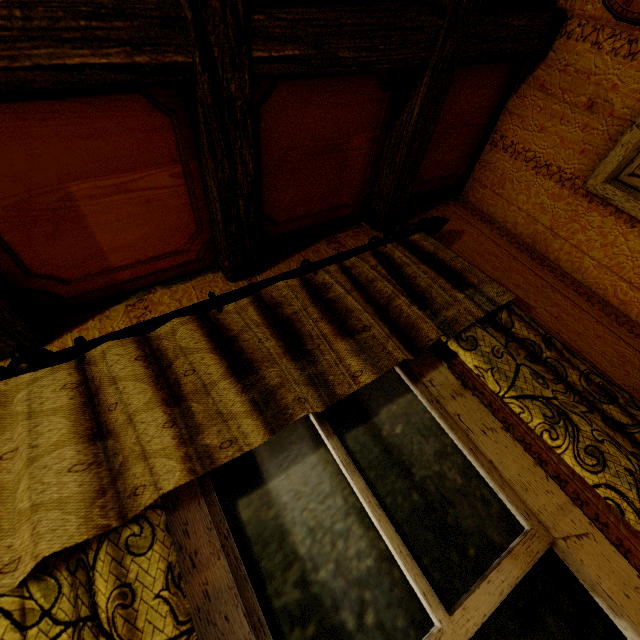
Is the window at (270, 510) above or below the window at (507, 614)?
above

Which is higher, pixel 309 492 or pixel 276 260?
pixel 276 260

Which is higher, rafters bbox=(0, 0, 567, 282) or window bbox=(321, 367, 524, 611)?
rafters bbox=(0, 0, 567, 282)

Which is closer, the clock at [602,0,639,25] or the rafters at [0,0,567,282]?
the rafters at [0,0,567,282]

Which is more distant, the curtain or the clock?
the clock

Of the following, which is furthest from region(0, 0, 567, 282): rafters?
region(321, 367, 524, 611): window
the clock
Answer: region(321, 367, 524, 611): window

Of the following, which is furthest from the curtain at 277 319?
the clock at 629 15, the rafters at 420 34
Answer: the clock at 629 15
